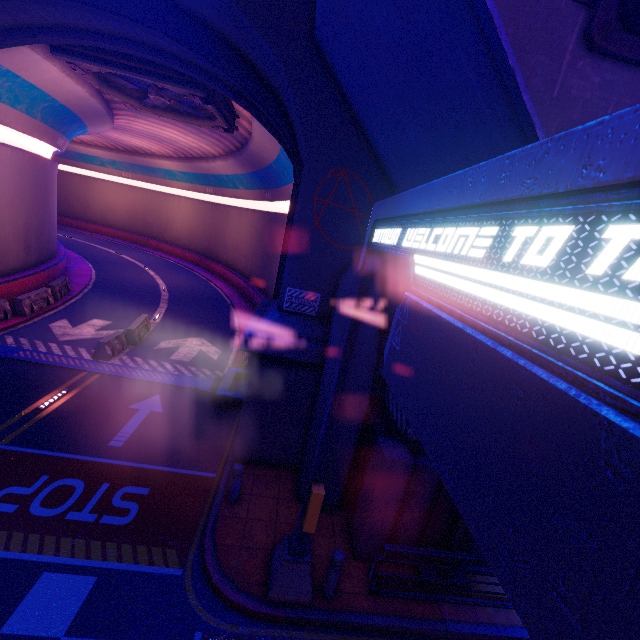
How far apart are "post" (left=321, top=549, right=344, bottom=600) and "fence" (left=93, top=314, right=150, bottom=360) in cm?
1183

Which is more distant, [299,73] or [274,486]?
[274,486]

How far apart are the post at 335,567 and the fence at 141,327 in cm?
1183

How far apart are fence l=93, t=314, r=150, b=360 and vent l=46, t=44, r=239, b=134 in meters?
10.0 m

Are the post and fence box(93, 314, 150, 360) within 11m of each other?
no

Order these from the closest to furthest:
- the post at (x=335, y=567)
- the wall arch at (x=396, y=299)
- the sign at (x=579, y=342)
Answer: the sign at (x=579, y=342), the post at (x=335, y=567), the wall arch at (x=396, y=299)

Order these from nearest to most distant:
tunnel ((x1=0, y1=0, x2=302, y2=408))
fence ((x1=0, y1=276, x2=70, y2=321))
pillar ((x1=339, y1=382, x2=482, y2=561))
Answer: pillar ((x1=339, y1=382, x2=482, y2=561))
tunnel ((x1=0, y1=0, x2=302, y2=408))
fence ((x1=0, y1=276, x2=70, y2=321))

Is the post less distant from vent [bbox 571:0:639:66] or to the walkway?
the walkway
